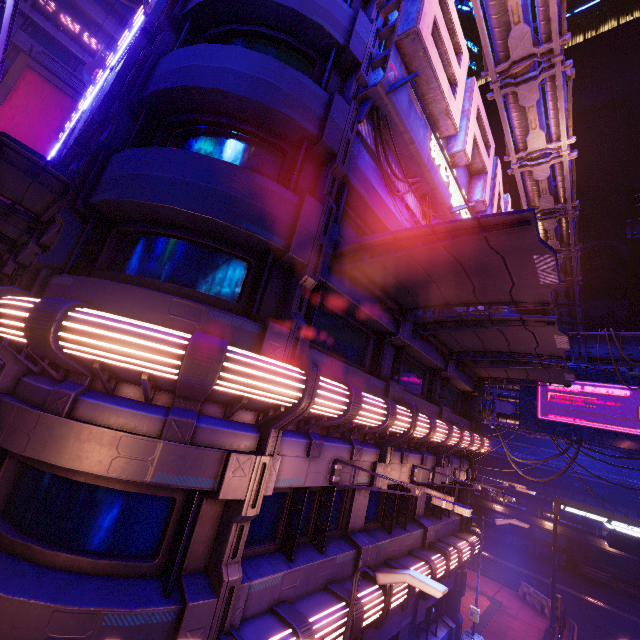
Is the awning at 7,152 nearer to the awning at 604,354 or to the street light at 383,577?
the street light at 383,577

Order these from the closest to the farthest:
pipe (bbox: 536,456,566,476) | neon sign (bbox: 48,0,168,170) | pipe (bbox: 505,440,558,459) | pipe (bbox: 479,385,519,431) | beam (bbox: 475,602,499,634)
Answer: neon sign (bbox: 48,0,168,170) → beam (bbox: 475,602,499,634) → pipe (bbox: 479,385,519,431) → pipe (bbox: 536,456,566,476) → pipe (bbox: 505,440,558,459)

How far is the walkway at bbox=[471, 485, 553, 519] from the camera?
36.1m

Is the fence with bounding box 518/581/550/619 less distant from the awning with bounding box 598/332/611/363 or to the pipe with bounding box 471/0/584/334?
the awning with bounding box 598/332/611/363

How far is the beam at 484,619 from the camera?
16.62m

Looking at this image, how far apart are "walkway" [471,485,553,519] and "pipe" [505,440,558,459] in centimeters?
279cm

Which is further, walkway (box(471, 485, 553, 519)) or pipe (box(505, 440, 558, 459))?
pipe (box(505, 440, 558, 459))

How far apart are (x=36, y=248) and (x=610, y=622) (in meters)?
38.70
